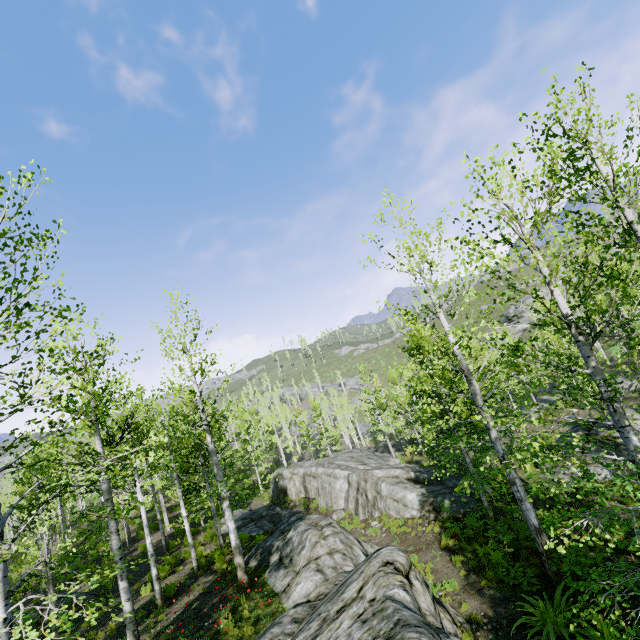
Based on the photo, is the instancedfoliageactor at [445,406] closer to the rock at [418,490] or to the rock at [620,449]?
the rock at [418,490]

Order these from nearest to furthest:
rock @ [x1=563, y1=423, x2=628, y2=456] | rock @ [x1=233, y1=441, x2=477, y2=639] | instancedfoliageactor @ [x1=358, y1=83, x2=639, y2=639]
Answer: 1. instancedfoliageactor @ [x1=358, y1=83, x2=639, y2=639]
2. rock @ [x1=233, y1=441, x2=477, y2=639]
3. rock @ [x1=563, y1=423, x2=628, y2=456]

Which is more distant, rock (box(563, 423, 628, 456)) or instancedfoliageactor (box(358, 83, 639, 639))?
rock (box(563, 423, 628, 456))

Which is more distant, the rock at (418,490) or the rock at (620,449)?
the rock at (620,449)

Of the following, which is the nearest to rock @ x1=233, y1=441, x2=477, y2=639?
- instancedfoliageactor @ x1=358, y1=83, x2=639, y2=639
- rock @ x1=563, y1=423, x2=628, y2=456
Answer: instancedfoliageactor @ x1=358, y1=83, x2=639, y2=639

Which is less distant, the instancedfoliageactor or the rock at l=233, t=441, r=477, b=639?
the instancedfoliageactor

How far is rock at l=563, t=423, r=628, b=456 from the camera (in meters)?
16.12

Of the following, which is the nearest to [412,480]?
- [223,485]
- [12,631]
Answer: [223,485]
